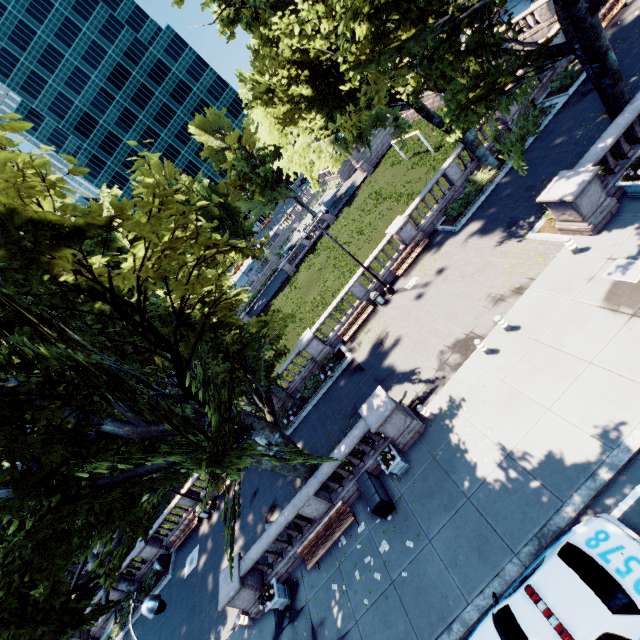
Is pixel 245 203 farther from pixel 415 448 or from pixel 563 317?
pixel 563 317

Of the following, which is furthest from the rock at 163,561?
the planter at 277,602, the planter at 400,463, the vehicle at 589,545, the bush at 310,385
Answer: the vehicle at 589,545

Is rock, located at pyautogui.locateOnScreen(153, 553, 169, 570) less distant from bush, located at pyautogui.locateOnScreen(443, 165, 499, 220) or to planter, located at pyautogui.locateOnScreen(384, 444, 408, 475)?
planter, located at pyautogui.locateOnScreen(384, 444, 408, 475)

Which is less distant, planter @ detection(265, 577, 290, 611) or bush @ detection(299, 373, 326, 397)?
planter @ detection(265, 577, 290, 611)

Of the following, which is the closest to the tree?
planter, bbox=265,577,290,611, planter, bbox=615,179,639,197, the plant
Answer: planter, bbox=615,179,639,197

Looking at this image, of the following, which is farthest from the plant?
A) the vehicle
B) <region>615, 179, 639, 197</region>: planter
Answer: the vehicle

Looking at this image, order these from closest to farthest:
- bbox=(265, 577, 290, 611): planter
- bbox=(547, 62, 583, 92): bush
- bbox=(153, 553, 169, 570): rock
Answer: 1. bbox=(265, 577, 290, 611): planter
2. bbox=(547, 62, 583, 92): bush
3. bbox=(153, 553, 169, 570): rock

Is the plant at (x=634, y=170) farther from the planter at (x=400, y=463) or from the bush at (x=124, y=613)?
the bush at (x=124, y=613)
